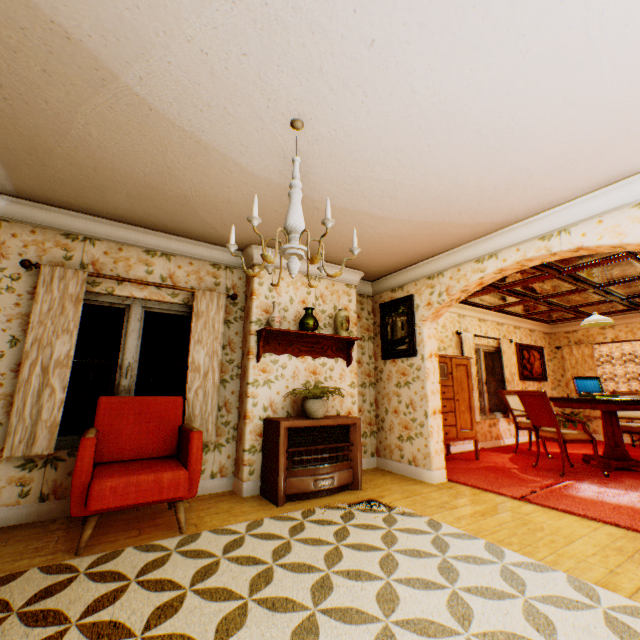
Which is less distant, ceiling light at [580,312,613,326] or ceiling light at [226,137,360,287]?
ceiling light at [226,137,360,287]

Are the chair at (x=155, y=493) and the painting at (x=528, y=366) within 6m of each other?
no

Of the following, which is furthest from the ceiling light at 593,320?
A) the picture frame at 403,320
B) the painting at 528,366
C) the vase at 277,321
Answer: the vase at 277,321

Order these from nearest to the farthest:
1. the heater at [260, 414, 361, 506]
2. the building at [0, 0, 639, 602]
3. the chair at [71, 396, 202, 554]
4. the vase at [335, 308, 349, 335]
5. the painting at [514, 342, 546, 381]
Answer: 1. the building at [0, 0, 639, 602]
2. the chair at [71, 396, 202, 554]
3. the heater at [260, 414, 361, 506]
4. the vase at [335, 308, 349, 335]
5. the painting at [514, 342, 546, 381]

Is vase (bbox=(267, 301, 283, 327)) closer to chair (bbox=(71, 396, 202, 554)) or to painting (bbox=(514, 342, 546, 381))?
chair (bbox=(71, 396, 202, 554))

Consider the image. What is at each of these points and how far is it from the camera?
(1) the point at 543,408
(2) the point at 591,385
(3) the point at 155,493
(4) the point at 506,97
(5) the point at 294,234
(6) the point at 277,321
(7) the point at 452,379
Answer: (1) chair, 4.96m
(2) poker case, 6.02m
(3) chair, 2.72m
(4) building, 2.16m
(5) ceiling light, 2.17m
(6) vase, 4.20m
(7) cabinet, 5.76m

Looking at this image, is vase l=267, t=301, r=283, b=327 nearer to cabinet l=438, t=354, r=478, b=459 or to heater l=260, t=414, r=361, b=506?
heater l=260, t=414, r=361, b=506

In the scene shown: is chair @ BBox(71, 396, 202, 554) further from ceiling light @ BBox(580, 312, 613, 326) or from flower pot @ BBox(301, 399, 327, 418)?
ceiling light @ BBox(580, 312, 613, 326)
